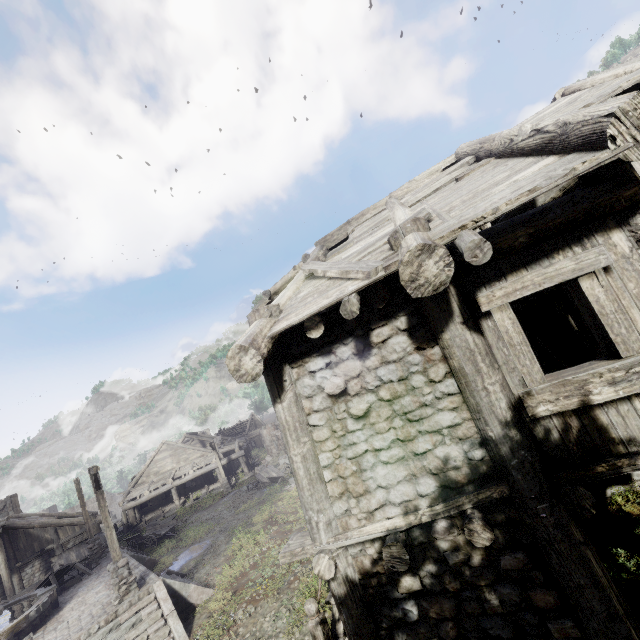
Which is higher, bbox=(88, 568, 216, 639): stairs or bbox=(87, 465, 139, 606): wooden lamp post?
bbox=(87, 465, 139, 606): wooden lamp post

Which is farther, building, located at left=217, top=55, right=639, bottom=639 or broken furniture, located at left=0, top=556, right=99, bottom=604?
broken furniture, located at left=0, top=556, right=99, bottom=604

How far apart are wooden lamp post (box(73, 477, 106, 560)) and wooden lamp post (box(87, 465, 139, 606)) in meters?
9.1

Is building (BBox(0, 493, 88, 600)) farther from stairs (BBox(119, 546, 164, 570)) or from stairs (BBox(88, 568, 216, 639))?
stairs (BBox(88, 568, 216, 639))

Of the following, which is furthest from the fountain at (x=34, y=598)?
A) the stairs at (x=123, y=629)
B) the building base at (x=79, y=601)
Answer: the stairs at (x=123, y=629)

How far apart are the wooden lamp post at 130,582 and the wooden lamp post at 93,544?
9.12m

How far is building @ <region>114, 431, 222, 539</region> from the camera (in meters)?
29.50

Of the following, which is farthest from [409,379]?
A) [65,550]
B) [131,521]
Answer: [131,521]
